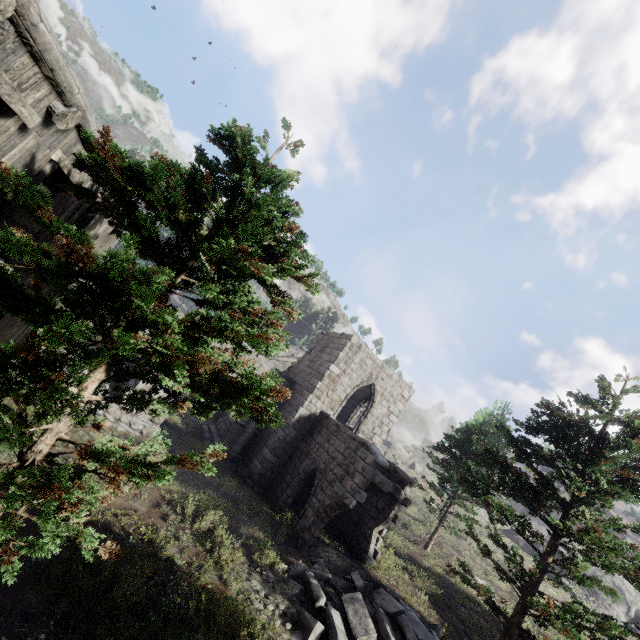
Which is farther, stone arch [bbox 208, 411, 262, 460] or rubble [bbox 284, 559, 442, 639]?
stone arch [bbox 208, 411, 262, 460]

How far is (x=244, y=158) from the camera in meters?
6.1 m

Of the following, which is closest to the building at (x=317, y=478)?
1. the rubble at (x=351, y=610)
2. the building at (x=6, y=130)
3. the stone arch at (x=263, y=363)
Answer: the stone arch at (x=263, y=363)

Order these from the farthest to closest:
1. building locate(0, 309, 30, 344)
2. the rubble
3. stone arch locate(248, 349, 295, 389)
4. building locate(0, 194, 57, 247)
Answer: stone arch locate(248, 349, 295, 389), the rubble, building locate(0, 309, 30, 344), building locate(0, 194, 57, 247)

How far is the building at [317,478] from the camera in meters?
13.2

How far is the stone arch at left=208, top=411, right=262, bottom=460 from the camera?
18.5 meters

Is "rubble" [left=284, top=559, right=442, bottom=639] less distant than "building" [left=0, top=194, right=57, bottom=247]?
No
